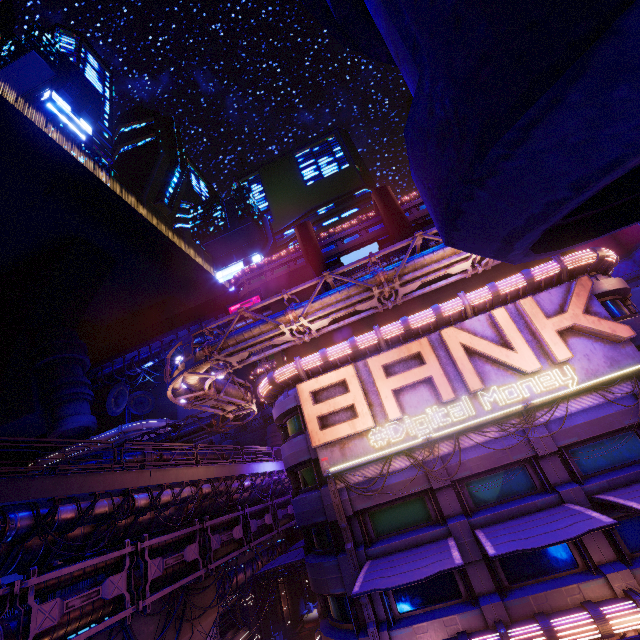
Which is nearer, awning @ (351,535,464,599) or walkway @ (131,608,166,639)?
awning @ (351,535,464,599)

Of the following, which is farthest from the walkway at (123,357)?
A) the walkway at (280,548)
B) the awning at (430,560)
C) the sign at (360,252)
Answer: the awning at (430,560)

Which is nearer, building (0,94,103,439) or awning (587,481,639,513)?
awning (587,481,639,513)

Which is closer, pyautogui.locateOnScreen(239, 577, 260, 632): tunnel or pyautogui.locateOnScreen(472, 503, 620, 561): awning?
pyautogui.locateOnScreen(472, 503, 620, 561): awning

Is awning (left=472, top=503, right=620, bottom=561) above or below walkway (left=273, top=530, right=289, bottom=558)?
above

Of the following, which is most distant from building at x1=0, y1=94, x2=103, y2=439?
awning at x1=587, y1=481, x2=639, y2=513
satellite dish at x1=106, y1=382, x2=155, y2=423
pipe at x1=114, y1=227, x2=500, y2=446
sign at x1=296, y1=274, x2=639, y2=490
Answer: awning at x1=587, y1=481, x2=639, y2=513

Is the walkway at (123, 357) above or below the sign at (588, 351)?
above

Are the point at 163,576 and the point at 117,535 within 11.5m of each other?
yes
